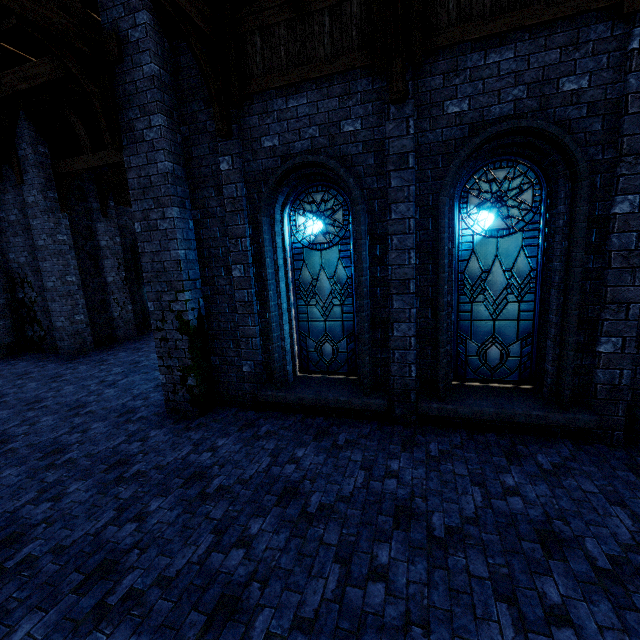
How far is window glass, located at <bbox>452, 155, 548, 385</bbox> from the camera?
5.0m

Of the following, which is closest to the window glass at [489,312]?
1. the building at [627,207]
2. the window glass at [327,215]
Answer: the building at [627,207]

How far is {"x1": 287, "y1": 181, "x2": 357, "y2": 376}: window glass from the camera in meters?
5.9

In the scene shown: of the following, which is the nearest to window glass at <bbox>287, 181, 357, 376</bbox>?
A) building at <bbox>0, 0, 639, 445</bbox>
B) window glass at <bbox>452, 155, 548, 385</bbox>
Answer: building at <bbox>0, 0, 639, 445</bbox>

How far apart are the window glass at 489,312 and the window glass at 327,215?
1.51m

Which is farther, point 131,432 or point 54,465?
point 131,432

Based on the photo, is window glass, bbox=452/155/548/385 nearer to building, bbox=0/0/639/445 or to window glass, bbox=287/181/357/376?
building, bbox=0/0/639/445
